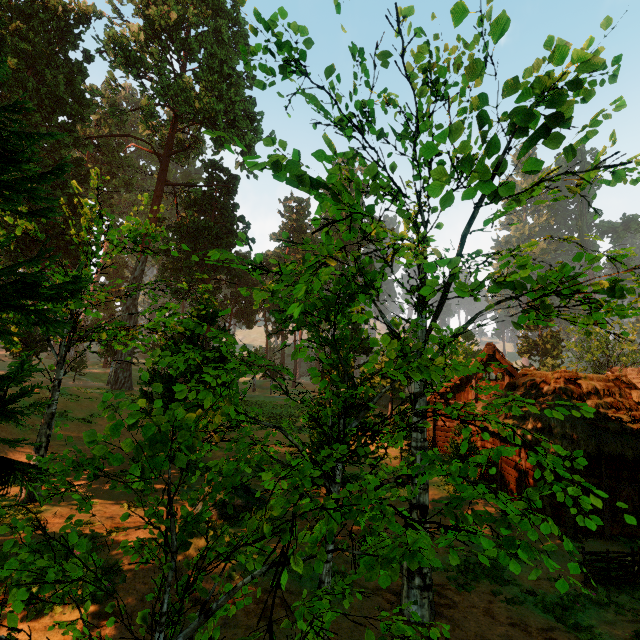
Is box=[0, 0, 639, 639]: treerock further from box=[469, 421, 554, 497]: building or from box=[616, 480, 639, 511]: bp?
box=[616, 480, 639, 511]: bp

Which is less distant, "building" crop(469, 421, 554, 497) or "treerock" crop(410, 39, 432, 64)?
"treerock" crop(410, 39, 432, 64)

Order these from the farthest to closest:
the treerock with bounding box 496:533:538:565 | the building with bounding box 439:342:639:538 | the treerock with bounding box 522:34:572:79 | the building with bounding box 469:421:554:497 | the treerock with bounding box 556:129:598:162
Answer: Answer:
1. the building with bounding box 469:421:554:497
2. the building with bounding box 439:342:639:538
3. the treerock with bounding box 556:129:598:162
4. the treerock with bounding box 522:34:572:79
5. the treerock with bounding box 496:533:538:565

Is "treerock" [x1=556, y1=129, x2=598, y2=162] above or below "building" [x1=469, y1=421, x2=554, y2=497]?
above

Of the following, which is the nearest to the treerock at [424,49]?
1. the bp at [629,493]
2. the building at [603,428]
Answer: the building at [603,428]

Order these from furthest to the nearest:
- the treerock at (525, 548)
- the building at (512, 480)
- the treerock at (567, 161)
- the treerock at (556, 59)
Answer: the building at (512, 480) < the treerock at (567, 161) < the treerock at (556, 59) < the treerock at (525, 548)

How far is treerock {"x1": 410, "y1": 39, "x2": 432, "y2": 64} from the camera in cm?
754

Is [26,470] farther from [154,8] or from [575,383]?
[154,8]
